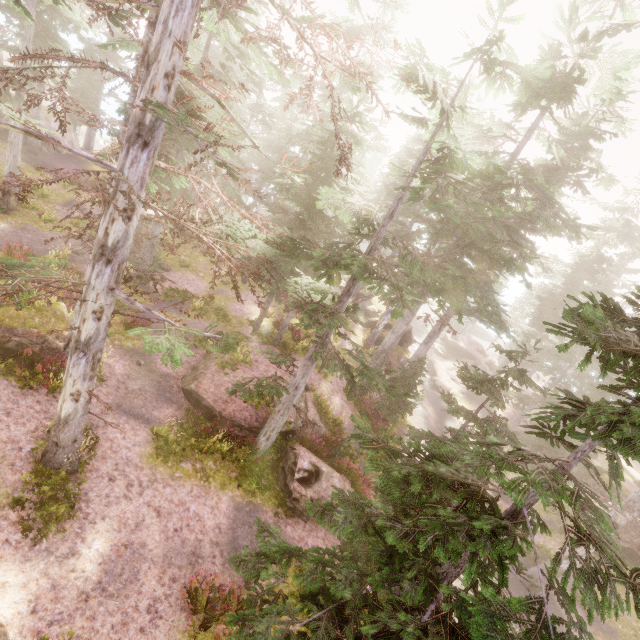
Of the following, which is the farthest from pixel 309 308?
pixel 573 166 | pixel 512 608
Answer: pixel 573 166

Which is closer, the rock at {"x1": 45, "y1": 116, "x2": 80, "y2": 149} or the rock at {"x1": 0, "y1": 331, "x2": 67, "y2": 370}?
the rock at {"x1": 0, "y1": 331, "x2": 67, "y2": 370}

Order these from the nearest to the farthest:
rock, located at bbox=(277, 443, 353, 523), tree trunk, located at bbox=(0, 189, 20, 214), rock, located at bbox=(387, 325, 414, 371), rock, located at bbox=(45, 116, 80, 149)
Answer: rock, located at bbox=(277, 443, 353, 523) → tree trunk, located at bbox=(0, 189, 20, 214) → rock, located at bbox=(45, 116, 80, 149) → rock, located at bbox=(387, 325, 414, 371)

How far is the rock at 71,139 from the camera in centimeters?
2893cm

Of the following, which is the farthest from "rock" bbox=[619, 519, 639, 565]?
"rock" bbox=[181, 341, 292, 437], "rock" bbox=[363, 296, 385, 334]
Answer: "rock" bbox=[181, 341, 292, 437]

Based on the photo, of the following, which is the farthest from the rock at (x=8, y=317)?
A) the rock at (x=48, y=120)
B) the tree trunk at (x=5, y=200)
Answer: the rock at (x=48, y=120)

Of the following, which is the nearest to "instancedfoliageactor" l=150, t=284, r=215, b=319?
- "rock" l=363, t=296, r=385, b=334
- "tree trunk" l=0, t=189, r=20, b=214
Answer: "rock" l=363, t=296, r=385, b=334

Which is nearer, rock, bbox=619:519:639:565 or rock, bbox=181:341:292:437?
rock, bbox=181:341:292:437
